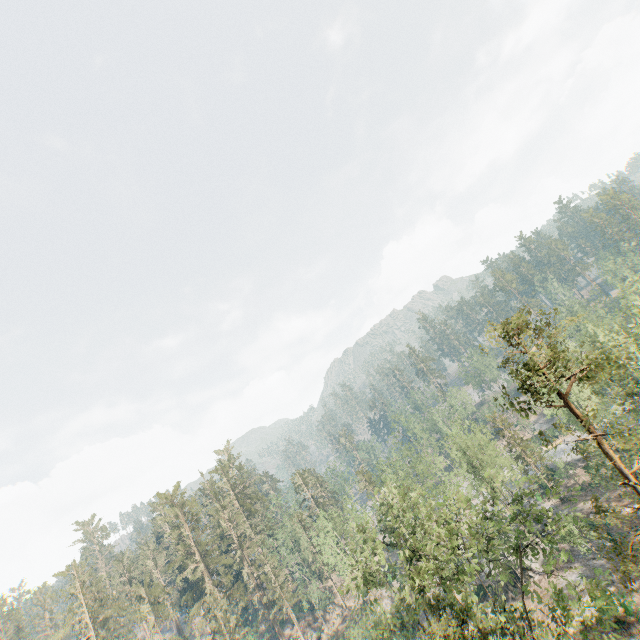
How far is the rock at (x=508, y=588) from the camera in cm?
3875

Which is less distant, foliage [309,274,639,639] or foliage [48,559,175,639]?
foliage [309,274,639,639]

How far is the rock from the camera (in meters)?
38.75

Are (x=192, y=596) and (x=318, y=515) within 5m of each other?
no

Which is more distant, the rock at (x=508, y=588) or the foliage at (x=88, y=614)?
the foliage at (x=88, y=614)

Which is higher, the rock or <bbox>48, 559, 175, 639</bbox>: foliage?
<bbox>48, 559, 175, 639</bbox>: foliage

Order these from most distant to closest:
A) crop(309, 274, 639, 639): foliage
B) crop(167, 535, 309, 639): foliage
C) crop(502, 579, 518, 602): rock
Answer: crop(167, 535, 309, 639): foliage → crop(502, 579, 518, 602): rock → crop(309, 274, 639, 639): foliage
